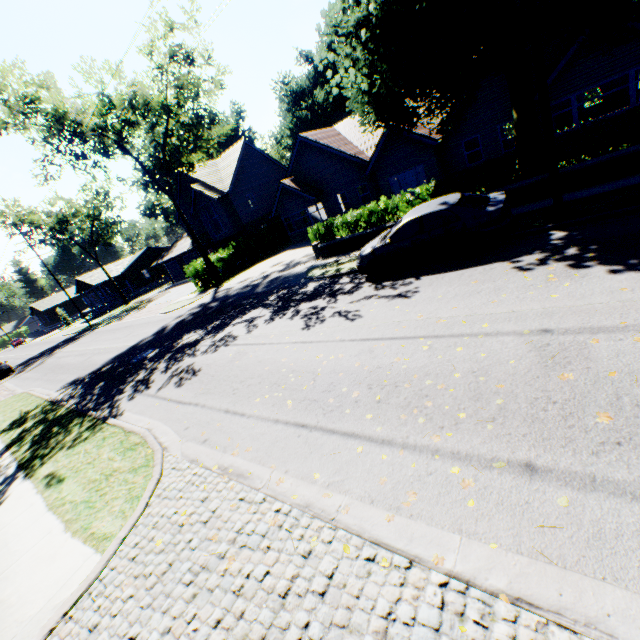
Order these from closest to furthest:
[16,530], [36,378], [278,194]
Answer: [16,530]
[36,378]
[278,194]

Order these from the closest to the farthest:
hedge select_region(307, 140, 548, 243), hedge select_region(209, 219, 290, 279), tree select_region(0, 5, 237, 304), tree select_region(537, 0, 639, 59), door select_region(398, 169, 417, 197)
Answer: tree select_region(537, 0, 639, 59) < hedge select_region(307, 140, 548, 243) < tree select_region(0, 5, 237, 304) < door select_region(398, 169, 417, 197) < hedge select_region(209, 219, 290, 279)

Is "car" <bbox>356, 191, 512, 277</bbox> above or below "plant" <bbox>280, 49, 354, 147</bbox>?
below

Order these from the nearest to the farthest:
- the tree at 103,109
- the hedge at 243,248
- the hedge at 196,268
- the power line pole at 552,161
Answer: the power line pole at 552,161 → the tree at 103,109 → the hedge at 196,268 → the hedge at 243,248

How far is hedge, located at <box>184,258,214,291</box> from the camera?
25.67m

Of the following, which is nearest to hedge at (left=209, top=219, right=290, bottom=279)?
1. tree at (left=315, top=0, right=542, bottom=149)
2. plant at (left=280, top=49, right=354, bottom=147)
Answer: tree at (left=315, top=0, right=542, bottom=149)

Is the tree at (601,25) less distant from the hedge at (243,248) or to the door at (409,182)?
the hedge at (243,248)

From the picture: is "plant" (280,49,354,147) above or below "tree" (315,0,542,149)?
above
